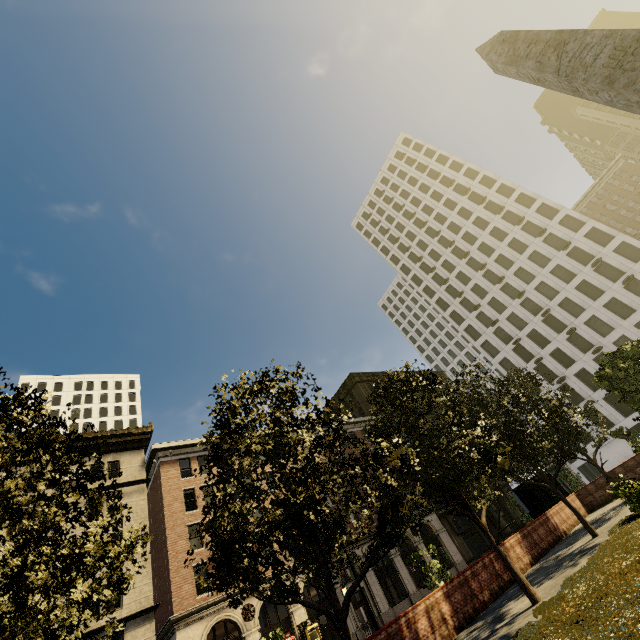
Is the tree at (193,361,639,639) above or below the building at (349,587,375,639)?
above

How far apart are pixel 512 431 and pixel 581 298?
40.40m

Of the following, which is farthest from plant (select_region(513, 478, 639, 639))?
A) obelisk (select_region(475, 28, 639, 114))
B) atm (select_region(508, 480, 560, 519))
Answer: atm (select_region(508, 480, 560, 519))

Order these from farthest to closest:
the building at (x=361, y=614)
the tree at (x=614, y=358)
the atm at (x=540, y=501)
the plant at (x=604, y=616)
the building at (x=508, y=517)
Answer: the building at (x=508, y=517) < the building at (x=361, y=614) < the atm at (x=540, y=501) < the tree at (x=614, y=358) < the plant at (x=604, y=616)

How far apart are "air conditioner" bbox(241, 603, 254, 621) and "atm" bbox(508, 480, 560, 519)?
20.6 meters

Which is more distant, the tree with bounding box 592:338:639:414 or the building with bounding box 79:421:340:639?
the building with bounding box 79:421:340:639

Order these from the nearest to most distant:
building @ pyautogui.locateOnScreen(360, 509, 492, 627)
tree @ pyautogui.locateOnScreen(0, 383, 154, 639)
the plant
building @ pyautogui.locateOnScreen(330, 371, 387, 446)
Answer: tree @ pyautogui.locateOnScreen(0, 383, 154, 639) → the plant → building @ pyautogui.locateOnScreen(360, 509, 492, 627) → building @ pyautogui.locateOnScreen(330, 371, 387, 446)

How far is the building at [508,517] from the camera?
43.7 meters
